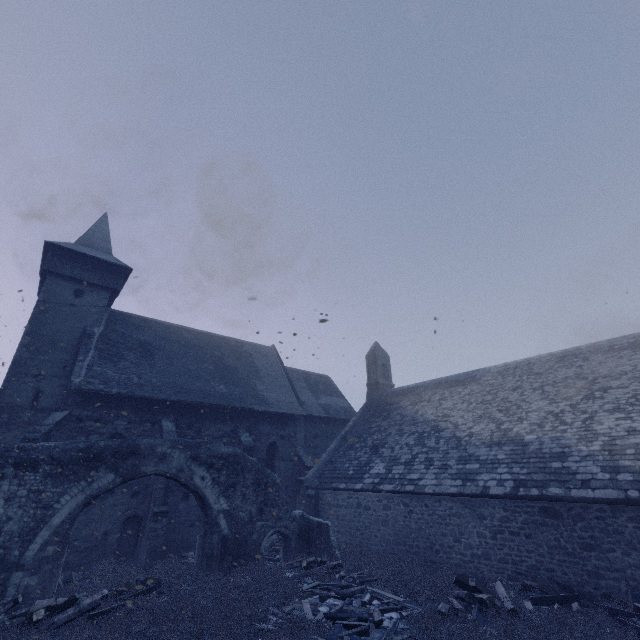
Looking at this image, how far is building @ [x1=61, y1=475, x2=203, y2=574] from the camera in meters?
13.2

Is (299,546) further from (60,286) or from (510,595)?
(60,286)

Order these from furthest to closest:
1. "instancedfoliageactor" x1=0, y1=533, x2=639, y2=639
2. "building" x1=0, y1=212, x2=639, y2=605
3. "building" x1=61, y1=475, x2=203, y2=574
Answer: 1. "building" x1=61, y1=475, x2=203, y2=574
2. "building" x1=0, y1=212, x2=639, y2=605
3. "instancedfoliageactor" x1=0, y1=533, x2=639, y2=639

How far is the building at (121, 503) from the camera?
13.2m

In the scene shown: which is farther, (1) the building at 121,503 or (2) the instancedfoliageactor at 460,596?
(1) the building at 121,503

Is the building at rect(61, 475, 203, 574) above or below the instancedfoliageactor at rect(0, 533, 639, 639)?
above

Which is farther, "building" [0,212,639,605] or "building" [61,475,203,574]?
"building" [61,475,203,574]
